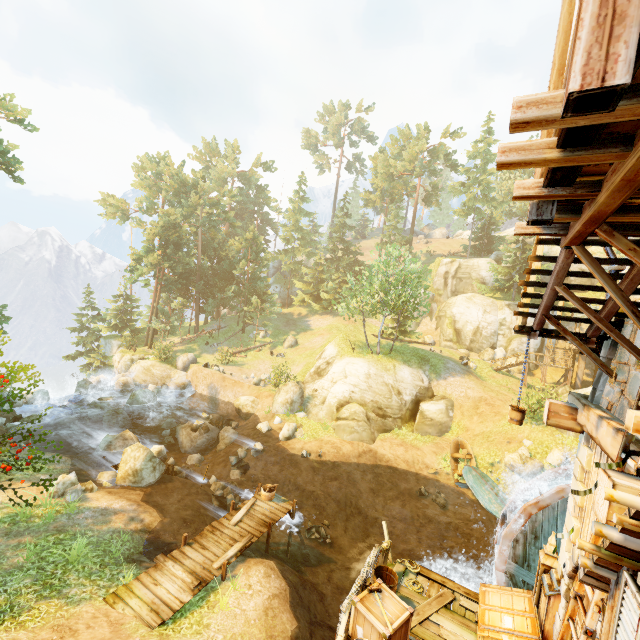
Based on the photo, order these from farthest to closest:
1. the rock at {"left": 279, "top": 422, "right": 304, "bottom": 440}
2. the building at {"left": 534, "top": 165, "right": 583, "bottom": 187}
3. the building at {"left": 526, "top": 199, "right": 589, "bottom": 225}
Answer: the rock at {"left": 279, "top": 422, "right": 304, "bottom": 440} → the building at {"left": 526, "top": 199, "right": 589, "bottom": 225} → the building at {"left": 534, "top": 165, "right": 583, "bottom": 187}

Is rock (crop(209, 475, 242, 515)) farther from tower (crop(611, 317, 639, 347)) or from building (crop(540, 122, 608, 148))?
building (crop(540, 122, 608, 148))

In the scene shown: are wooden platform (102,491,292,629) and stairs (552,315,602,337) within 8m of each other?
no

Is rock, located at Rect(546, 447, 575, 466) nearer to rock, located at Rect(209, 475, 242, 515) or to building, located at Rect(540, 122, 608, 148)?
building, located at Rect(540, 122, 608, 148)

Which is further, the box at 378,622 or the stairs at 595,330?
the stairs at 595,330

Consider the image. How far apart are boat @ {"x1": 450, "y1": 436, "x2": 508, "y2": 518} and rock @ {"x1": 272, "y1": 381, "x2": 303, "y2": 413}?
10.6m

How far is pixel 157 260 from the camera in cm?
3800

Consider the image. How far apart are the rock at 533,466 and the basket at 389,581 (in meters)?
14.45
